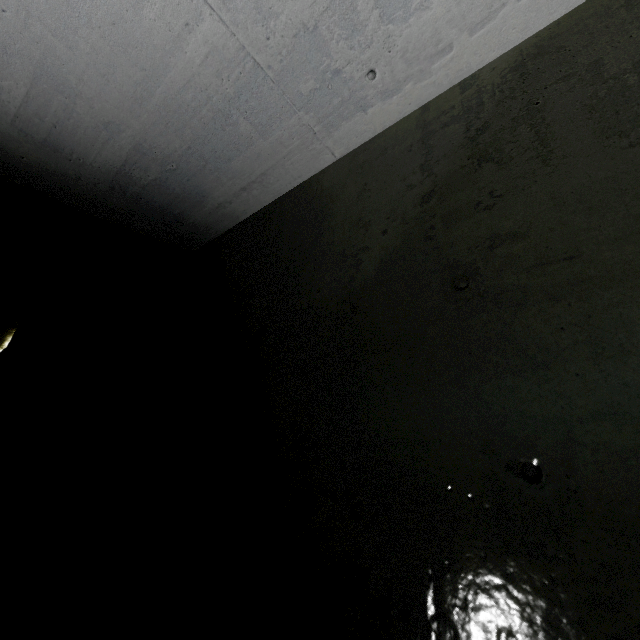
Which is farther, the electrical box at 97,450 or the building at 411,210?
the electrical box at 97,450

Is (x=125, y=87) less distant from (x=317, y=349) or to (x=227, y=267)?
(x=227, y=267)

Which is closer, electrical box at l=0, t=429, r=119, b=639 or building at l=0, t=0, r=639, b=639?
building at l=0, t=0, r=639, b=639
